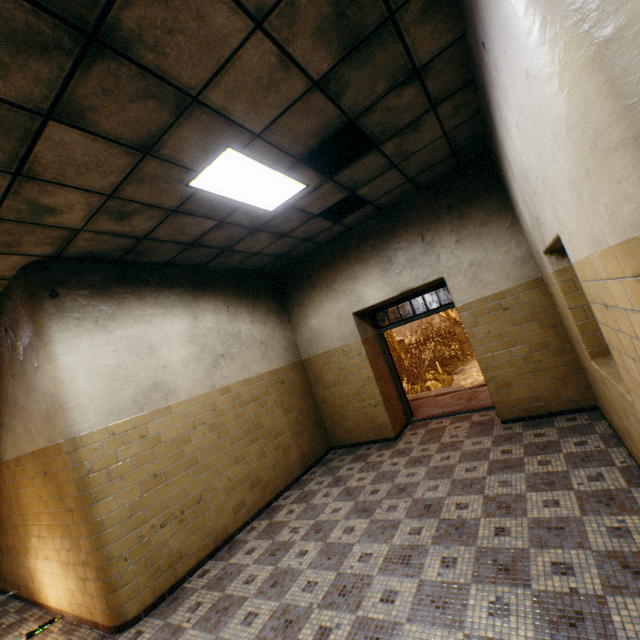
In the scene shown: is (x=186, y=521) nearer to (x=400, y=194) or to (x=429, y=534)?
(x=429, y=534)

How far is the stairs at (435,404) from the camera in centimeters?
668cm

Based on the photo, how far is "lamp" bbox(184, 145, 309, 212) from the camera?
3.09m

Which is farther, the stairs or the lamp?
the stairs

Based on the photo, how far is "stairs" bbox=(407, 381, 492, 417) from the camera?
6.7m

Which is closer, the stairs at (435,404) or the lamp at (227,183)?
the lamp at (227,183)

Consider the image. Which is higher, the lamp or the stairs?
the lamp
